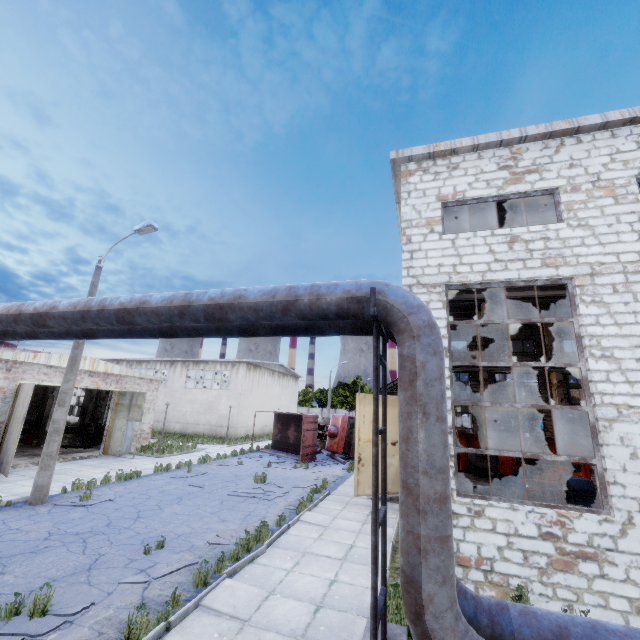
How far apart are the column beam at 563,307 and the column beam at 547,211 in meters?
4.1 m

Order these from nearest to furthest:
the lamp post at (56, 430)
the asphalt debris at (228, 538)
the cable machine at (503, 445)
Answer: the asphalt debris at (228, 538)
the lamp post at (56, 430)
the cable machine at (503, 445)

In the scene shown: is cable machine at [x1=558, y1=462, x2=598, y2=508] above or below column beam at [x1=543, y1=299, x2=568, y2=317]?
below

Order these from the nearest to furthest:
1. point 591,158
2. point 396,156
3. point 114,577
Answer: point 114,577, point 591,158, point 396,156

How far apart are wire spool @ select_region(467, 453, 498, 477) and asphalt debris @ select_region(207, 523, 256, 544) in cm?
1313

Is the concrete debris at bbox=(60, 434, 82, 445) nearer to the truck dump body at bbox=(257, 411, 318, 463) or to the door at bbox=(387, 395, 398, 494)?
the truck dump body at bbox=(257, 411, 318, 463)

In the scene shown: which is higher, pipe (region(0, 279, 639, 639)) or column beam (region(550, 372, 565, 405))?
column beam (region(550, 372, 565, 405))

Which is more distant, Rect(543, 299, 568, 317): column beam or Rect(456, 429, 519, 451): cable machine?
Rect(543, 299, 568, 317): column beam
